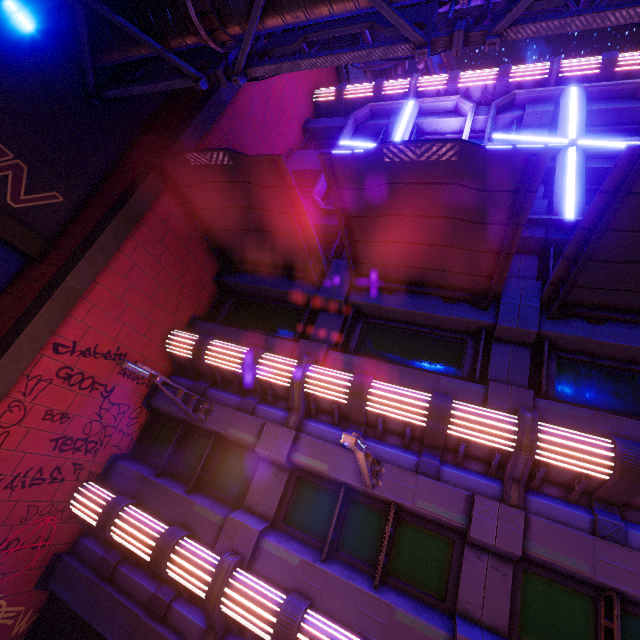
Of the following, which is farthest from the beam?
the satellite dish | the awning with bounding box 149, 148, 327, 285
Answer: the satellite dish

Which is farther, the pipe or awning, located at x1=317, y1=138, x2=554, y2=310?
awning, located at x1=317, y1=138, x2=554, y2=310

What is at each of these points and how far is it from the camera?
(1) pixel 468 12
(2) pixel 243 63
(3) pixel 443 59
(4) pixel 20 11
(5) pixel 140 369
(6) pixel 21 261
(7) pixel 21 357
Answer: (1) walkway, 8.3 meters
(2) pipe, 6.7 meters
(3) satellite dish, 15.6 meters
(4) street light, 6.3 meters
(5) street light, 6.9 meters
(6) tunnel, 8.2 meters
(7) column, 6.7 meters

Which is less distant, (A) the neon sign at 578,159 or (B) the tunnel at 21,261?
(B) the tunnel at 21,261

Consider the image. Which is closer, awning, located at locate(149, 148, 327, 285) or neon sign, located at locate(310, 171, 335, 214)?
awning, located at locate(149, 148, 327, 285)

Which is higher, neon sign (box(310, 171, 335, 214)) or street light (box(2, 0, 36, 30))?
neon sign (box(310, 171, 335, 214))

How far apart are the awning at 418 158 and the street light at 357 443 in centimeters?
454cm

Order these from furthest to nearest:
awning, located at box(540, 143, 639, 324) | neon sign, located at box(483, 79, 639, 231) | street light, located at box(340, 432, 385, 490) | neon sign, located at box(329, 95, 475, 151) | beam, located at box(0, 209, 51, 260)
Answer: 1. neon sign, located at box(329, 95, 475, 151)
2. neon sign, located at box(483, 79, 639, 231)
3. beam, located at box(0, 209, 51, 260)
4. awning, located at box(540, 143, 639, 324)
5. street light, located at box(340, 432, 385, 490)
